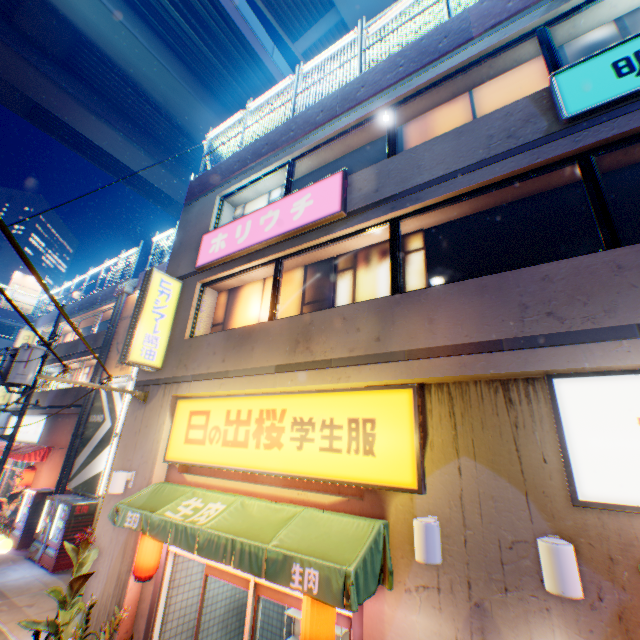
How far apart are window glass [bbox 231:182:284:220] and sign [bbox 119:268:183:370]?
1.5 meters

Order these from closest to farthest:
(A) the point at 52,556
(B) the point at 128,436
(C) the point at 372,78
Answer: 1. (C) the point at 372,78
2. (B) the point at 128,436
3. (A) the point at 52,556

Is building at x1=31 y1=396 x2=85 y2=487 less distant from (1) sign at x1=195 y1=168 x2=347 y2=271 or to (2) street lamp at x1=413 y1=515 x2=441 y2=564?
(1) sign at x1=195 y1=168 x2=347 y2=271

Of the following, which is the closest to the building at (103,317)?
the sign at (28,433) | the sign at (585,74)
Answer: the sign at (28,433)

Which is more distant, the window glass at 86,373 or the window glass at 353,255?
the window glass at 86,373

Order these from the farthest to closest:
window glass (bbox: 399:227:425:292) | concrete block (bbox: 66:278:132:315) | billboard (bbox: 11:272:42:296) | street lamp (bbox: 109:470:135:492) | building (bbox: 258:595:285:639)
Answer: billboard (bbox: 11:272:42:296) < concrete block (bbox: 66:278:132:315) < building (bbox: 258:595:285:639) < street lamp (bbox: 109:470:135:492) < window glass (bbox: 399:227:425:292)

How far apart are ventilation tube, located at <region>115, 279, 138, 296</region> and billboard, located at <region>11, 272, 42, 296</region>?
27.2 meters

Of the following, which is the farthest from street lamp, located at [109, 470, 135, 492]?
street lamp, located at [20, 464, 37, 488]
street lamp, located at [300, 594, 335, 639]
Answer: street lamp, located at [20, 464, 37, 488]
